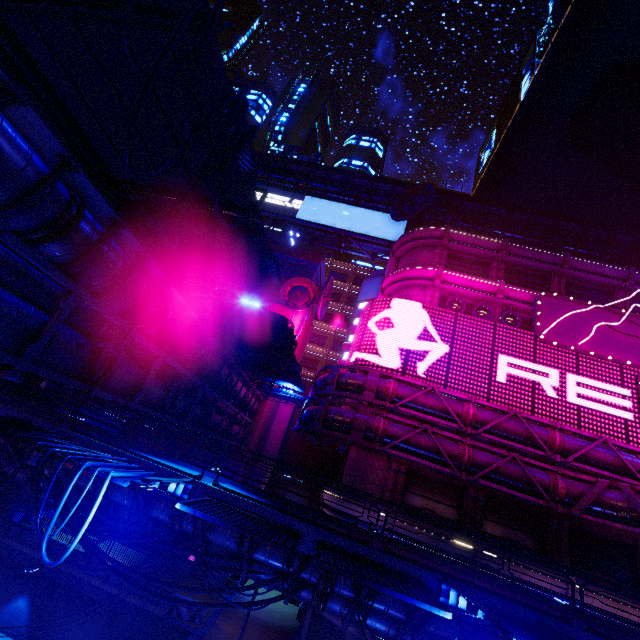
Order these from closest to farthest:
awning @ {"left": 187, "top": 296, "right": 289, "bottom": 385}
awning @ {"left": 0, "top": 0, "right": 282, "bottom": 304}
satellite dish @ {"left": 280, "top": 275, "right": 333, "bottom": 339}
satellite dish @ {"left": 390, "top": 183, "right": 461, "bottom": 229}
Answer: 1. awning @ {"left": 0, "top": 0, "right": 282, "bottom": 304}
2. awning @ {"left": 187, "top": 296, "right": 289, "bottom": 385}
3. satellite dish @ {"left": 390, "top": 183, "right": 461, "bottom": 229}
4. satellite dish @ {"left": 280, "top": 275, "right": 333, "bottom": 339}

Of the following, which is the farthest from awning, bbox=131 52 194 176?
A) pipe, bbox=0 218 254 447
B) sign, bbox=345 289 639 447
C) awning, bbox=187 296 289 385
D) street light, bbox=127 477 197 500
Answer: sign, bbox=345 289 639 447

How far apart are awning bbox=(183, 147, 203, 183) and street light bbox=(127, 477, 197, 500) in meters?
6.4 m

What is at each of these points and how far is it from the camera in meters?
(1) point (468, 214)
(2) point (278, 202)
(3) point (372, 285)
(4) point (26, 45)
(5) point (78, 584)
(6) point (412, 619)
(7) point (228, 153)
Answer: (1) walkway, 38.6 m
(2) sign, 39.8 m
(3) building, 44.2 m
(4) awning, 5.7 m
(5) beam, 19.0 m
(6) walkway, 8.7 m
(7) cable, 5.4 m

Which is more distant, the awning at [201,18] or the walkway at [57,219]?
the walkway at [57,219]

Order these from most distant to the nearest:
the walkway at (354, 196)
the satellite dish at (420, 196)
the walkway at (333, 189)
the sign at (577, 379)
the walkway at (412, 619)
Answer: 1. the walkway at (354, 196)
2. the walkway at (333, 189)
3. the satellite dish at (420, 196)
4. the sign at (577, 379)
5. the walkway at (412, 619)
